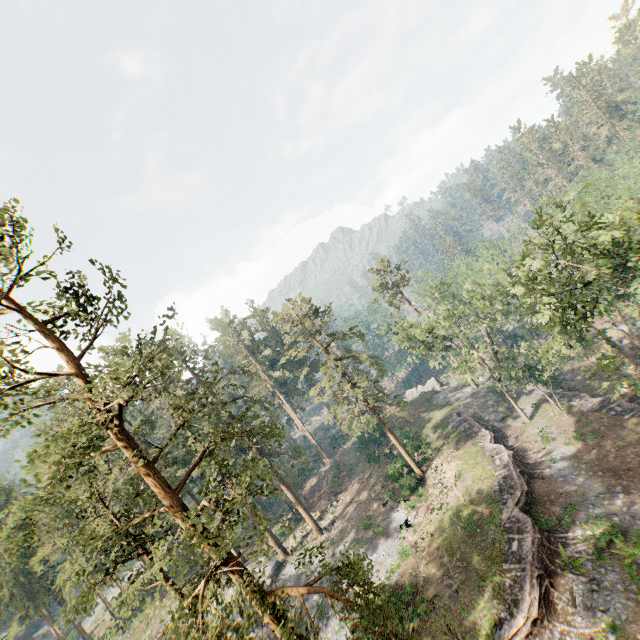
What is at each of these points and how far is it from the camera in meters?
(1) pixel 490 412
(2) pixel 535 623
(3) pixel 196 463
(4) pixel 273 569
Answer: (1) rock, 41.3 m
(2) ground embankment, 18.0 m
(3) foliage, 14.5 m
(4) rock, 36.5 m

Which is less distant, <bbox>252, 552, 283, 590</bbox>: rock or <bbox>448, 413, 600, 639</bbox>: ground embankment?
<bbox>448, 413, 600, 639</bbox>: ground embankment

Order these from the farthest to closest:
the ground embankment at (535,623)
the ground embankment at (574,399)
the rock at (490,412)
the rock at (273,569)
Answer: the rock at (490,412) < the rock at (273,569) < the ground embankment at (574,399) < the ground embankment at (535,623)

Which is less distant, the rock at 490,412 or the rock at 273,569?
the rock at 273,569

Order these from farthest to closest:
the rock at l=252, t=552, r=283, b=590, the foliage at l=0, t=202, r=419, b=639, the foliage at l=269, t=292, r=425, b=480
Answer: the rock at l=252, t=552, r=283, b=590 → the foliage at l=269, t=292, r=425, b=480 → the foliage at l=0, t=202, r=419, b=639

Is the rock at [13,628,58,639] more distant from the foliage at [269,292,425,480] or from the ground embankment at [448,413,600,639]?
the ground embankment at [448,413,600,639]

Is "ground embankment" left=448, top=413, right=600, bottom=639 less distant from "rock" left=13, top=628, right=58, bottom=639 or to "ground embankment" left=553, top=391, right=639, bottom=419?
"ground embankment" left=553, top=391, right=639, bottom=419

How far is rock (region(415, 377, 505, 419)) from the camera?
41.69m
